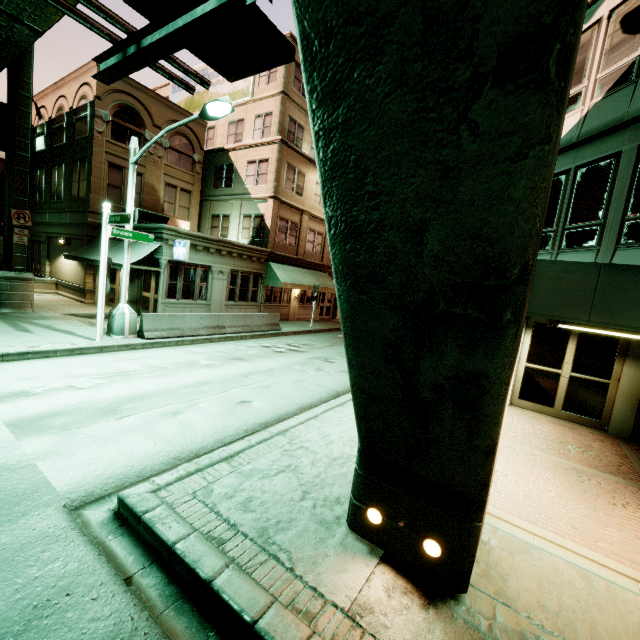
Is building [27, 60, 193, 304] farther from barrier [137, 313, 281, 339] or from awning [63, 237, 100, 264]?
barrier [137, 313, 281, 339]

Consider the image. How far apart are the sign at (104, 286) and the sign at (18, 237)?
6.5 meters

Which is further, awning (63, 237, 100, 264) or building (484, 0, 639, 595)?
awning (63, 237, 100, 264)

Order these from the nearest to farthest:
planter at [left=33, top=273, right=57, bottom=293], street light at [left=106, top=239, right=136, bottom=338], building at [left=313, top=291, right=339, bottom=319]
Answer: street light at [left=106, top=239, right=136, bottom=338], planter at [left=33, top=273, right=57, bottom=293], building at [left=313, top=291, right=339, bottom=319]

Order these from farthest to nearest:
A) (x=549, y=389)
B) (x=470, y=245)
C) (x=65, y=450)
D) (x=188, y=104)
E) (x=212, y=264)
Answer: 1. (x=188, y=104)
2. (x=212, y=264)
3. (x=549, y=389)
4. (x=65, y=450)
5. (x=470, y=245)

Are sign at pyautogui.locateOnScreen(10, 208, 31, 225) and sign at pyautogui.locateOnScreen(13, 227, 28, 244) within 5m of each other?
yes

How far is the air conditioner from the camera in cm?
1833

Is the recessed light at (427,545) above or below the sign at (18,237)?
below
